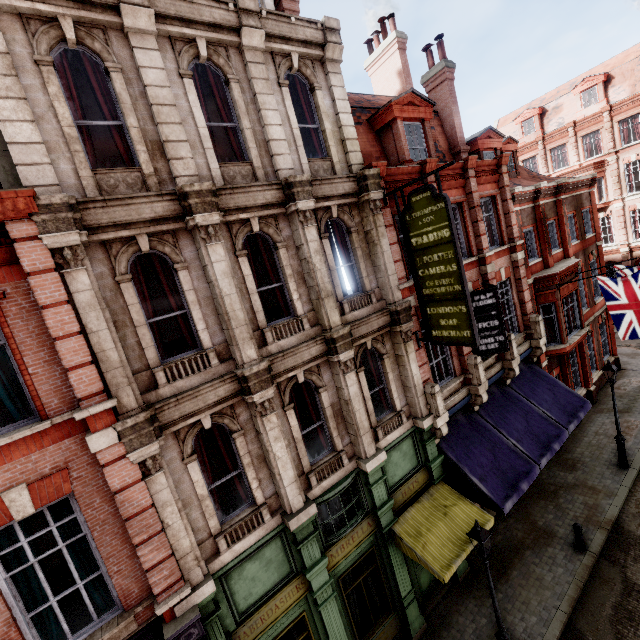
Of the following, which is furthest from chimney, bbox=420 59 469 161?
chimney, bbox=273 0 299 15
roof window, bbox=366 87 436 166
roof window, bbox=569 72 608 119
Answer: roof window, bbox=569 72 608 119

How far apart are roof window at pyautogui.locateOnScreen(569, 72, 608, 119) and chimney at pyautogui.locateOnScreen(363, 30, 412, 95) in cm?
2427

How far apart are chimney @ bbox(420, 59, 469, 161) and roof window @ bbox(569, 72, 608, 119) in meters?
24.4

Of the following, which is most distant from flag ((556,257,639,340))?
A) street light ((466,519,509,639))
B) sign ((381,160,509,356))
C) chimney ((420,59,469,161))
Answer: street light ((466,519,509,639))

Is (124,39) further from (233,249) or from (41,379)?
(41,379)

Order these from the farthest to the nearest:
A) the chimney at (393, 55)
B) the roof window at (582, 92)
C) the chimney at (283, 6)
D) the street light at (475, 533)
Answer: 1. the roof window at (582, 92)
2. the chimney at (393, 55)
3. the chimney at (283, 6)
4. the street light at (475, 533)

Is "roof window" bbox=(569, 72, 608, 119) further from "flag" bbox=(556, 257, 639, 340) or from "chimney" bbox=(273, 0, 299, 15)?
"chimney" bbox=(273, 0, 299, 15)

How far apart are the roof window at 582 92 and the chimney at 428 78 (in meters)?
24.42
